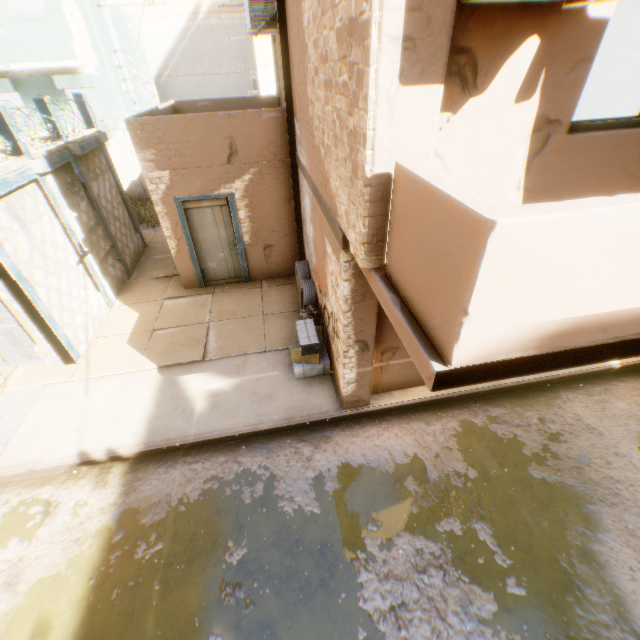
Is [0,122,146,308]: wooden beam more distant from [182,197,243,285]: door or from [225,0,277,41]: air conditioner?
[225,0,277,41]: air conditioner

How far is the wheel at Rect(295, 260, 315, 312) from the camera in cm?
725

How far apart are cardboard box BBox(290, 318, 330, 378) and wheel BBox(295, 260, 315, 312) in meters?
0.4

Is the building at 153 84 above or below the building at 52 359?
above

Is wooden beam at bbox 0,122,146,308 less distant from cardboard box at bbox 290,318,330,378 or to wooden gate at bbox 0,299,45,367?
wooden gate at bbox 0,299,45,367

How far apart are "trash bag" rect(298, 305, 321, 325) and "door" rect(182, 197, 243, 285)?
0.55m

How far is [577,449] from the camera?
5.2m

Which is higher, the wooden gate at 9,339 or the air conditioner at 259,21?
the air conditioner at 259,21
